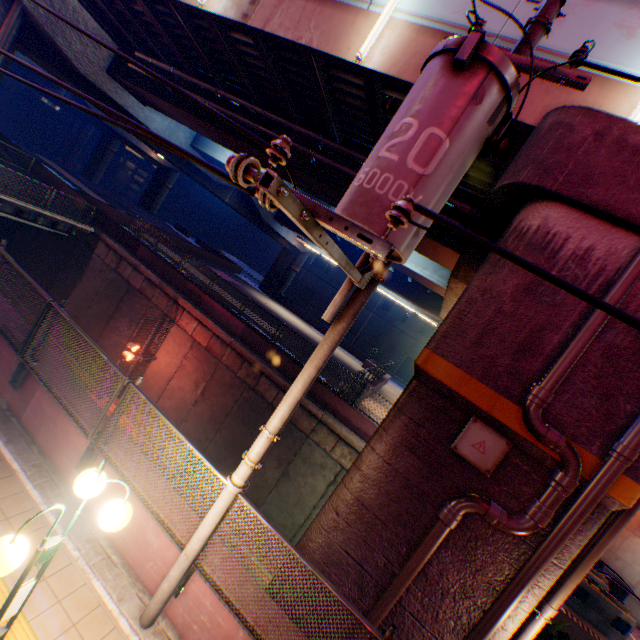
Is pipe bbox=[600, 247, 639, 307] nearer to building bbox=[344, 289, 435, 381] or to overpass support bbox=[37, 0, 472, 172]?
overpass support bbox=[37, 0, 472, 172]

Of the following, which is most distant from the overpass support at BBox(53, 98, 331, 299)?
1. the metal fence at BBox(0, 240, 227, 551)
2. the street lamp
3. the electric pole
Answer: the street lamp

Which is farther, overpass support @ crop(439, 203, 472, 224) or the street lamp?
overpass support @ crop(439, 203, 472, 224)

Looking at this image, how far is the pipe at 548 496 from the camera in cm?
414

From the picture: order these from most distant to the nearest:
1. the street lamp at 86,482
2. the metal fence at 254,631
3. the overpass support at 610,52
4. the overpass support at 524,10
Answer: the overpass support at 524,10
the overpass support at 610,52
the metal fence at 254,631
the street lamp at 86,482

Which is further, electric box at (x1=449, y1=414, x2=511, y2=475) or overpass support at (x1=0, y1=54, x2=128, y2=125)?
overpass support at (x1=0, y1=54, x2=128, y2=125)

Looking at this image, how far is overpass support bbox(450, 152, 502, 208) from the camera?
7.6m

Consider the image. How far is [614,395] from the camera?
4.25m
